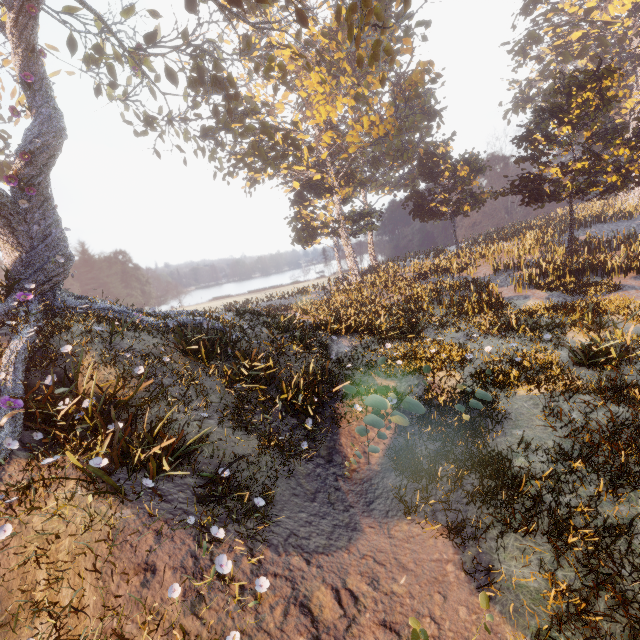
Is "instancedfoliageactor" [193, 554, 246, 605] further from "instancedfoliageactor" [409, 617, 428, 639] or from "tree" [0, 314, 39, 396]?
"tree" [0, 314, 39, 396]

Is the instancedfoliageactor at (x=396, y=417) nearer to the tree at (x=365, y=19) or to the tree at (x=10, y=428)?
the tree at (x=10, y=428)

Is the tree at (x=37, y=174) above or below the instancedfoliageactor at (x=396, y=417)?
above

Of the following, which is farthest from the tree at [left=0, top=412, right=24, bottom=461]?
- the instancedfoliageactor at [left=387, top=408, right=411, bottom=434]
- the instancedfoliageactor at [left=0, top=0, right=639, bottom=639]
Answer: the instancedfoliageactor at [left=387, top=408, right=411, bottom=434]

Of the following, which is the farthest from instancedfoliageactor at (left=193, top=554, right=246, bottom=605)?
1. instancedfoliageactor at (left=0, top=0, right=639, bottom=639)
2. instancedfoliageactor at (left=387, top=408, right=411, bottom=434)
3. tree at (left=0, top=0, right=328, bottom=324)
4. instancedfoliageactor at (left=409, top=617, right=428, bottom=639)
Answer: instancedfoliageactor at (left=0, top=0, right=639, bottom=639)

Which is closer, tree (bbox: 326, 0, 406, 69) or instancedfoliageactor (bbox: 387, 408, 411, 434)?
instancedfoliageactor (bbox: 387, 408, 411, 434)

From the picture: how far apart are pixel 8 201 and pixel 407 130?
32.23m

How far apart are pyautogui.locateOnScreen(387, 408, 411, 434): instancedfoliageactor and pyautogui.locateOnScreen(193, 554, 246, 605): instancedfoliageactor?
4.5m
